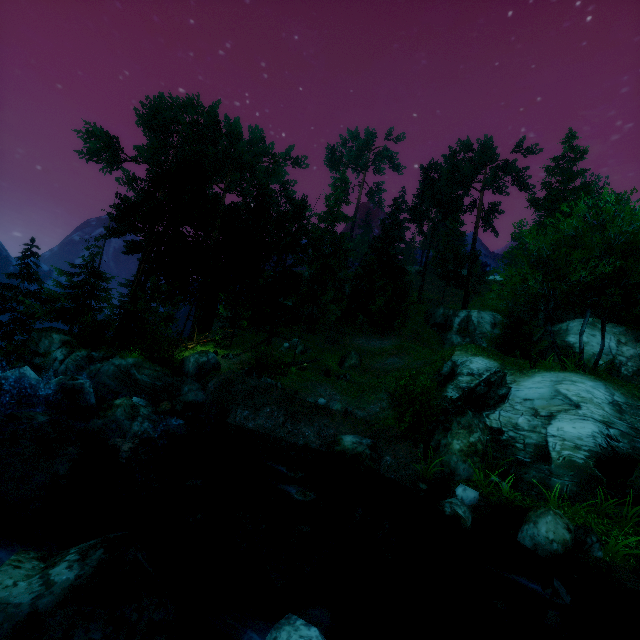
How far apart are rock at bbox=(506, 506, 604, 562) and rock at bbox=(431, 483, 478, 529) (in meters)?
1.04

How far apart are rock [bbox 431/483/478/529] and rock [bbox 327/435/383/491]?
2.4m

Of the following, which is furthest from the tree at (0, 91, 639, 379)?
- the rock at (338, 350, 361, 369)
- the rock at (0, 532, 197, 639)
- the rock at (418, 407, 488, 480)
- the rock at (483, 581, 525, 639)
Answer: the rock at (483, 581, 525, 639)

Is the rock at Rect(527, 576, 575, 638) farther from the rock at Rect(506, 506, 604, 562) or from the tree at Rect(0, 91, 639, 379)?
the tree at Rect(0, 91, 639, 379)

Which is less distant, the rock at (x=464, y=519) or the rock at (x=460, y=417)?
the rock at (x=464, y=519)

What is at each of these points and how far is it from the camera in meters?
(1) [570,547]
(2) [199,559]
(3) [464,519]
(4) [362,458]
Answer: (1) rock, 7.7 m
(2) rock, 7.4 m
(3) rock, 8.9 m
(4) rock, 12.1 m

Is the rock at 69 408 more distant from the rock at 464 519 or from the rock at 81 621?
the rock at 464 519

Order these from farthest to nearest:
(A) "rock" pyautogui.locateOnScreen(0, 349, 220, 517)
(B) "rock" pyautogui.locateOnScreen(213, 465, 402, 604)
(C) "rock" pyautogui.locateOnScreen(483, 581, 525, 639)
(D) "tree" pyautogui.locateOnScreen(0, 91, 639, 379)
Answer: (D) "tree" pyautogui.locateOnScreen(0, 91, 639, 379) < (A) "rock" pyautogui.locateOnScreen(0, 349, 220, 517) < (B) "rock" pyautogui.locateOnScreen(213, 465, 402, 604) < (C) "rock" pyautogui.locateOnScreen(483, 581, 525, 639)
